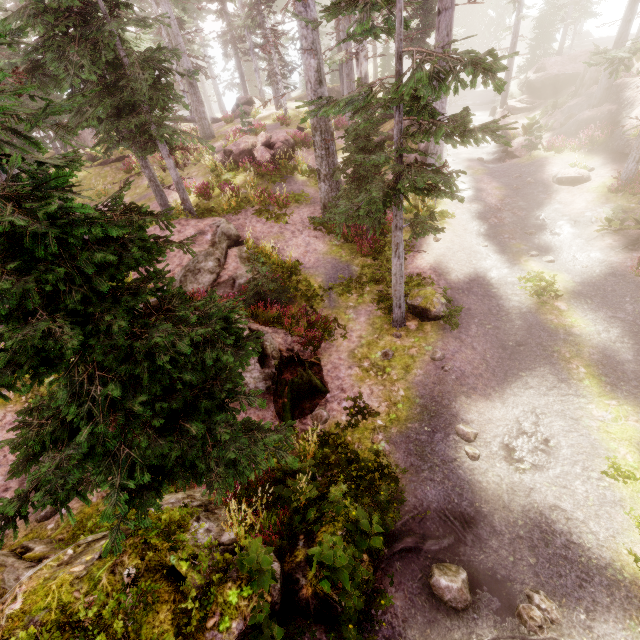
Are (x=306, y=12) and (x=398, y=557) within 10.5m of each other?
no

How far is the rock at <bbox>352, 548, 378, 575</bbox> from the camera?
5.2 meters

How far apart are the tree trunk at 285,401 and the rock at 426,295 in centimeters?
352cm

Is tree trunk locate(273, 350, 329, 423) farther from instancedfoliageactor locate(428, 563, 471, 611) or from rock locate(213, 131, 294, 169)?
rock locate(213, 131, 294, 169)

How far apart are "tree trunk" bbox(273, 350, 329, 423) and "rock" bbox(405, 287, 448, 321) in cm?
352

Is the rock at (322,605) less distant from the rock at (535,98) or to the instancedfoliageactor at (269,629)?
the instancedfoliageactor at (269,629)

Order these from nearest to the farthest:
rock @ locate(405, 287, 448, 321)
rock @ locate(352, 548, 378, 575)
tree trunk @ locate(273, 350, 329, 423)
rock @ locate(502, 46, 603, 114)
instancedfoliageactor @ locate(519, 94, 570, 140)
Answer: rock @ locate(352, 548, 378, 575) → tree trunk @ locate(273, 350, 329, 423) → rock @ locate(405, 287, 448, 321) → instancedfoliageactor @ locate(519, 94, 570, 140) → rock @ locate(502, 46, 603, 114)

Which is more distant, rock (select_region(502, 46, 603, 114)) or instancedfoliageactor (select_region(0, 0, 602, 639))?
rock (select_region(502, 46, 603, 114))
